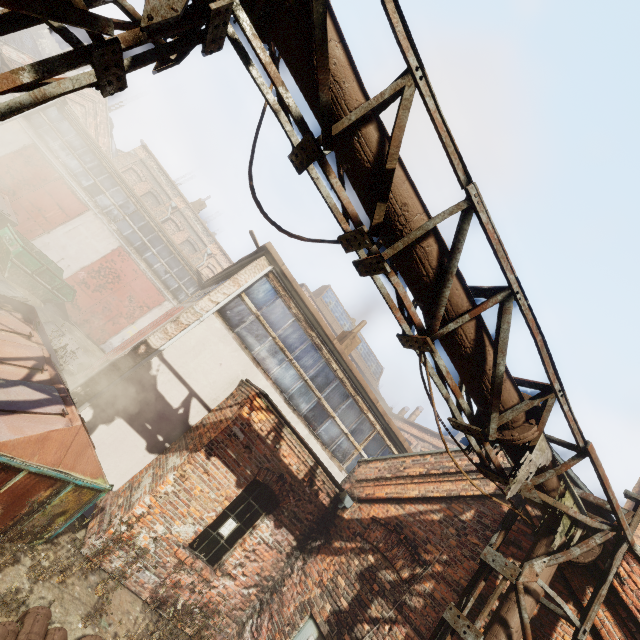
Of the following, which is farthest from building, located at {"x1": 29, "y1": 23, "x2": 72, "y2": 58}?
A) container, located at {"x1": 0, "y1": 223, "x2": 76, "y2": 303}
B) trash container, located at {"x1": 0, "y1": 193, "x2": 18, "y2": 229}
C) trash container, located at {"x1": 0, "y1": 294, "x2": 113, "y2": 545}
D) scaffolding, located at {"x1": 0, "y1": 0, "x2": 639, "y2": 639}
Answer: trash container, located at {"x1": 0, "y1": 294, "x2": 113, "y2": 545}

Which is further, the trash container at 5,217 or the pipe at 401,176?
the trash container at 5,217

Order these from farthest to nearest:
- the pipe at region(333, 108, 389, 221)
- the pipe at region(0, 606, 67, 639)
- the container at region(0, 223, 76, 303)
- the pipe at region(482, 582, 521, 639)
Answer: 1. the container at region(0, 223, 76, 303)
2. the pipe at region(482, 582, 521, 639)
3. the pipe at region(0, 606, 67, 639)
4. the pipe at region(333, 108, 389, 221)

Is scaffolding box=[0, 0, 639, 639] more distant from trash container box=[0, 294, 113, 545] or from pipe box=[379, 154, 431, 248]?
trash container box=[0, 294, 113, 545]

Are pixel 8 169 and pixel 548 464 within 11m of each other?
no

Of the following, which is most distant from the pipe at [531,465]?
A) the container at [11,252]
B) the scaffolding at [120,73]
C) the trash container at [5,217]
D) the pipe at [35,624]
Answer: the container at [11,252]

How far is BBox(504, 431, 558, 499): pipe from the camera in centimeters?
370cm

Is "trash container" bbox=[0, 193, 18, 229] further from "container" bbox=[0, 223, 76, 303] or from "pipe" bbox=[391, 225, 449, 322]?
"pipe" bbox=[391, 225, 449, 322]
